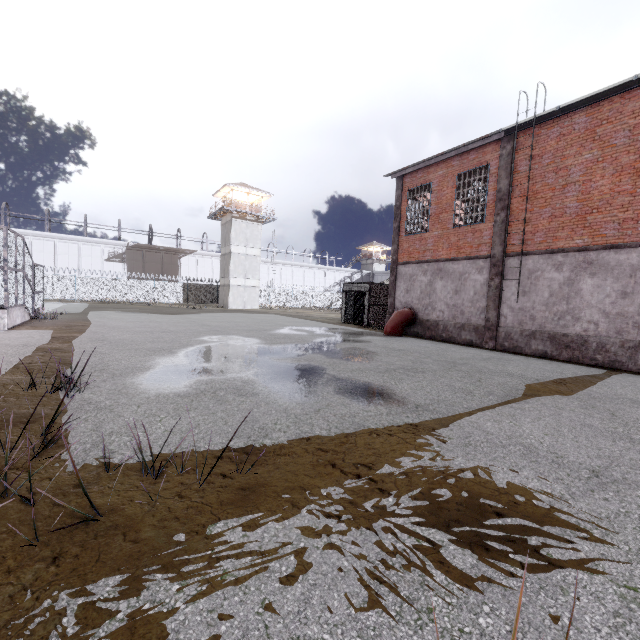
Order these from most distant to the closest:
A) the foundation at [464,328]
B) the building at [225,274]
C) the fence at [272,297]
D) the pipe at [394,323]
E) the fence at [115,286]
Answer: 1. the fence at [272,297]
2. the building at [225,274]
3. the fence at [115,286]
4. the pipe at [394,323]
5. the foundation at [464,328]

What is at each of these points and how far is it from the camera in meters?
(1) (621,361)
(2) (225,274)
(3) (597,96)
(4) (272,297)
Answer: (1) foundation, 10.4 m
(2) building, 41.2 m
(3) window, 10.6 m
(4) fence, 50.0 m

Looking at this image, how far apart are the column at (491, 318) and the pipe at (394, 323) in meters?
3.7

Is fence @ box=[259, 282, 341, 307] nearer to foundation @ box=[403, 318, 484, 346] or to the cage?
the cage

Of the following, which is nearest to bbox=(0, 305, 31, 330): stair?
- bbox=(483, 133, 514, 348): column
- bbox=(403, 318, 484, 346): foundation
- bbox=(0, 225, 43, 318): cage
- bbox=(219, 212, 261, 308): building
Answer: bbox=(0, 225, 43, 318): cage

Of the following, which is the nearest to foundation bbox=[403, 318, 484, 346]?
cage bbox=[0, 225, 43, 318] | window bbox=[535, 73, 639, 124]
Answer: window bbox=[535, 73, 639, 124]

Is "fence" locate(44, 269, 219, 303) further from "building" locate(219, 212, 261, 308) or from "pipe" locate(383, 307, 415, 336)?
"pipe" locate(383, 307, 415, 336)

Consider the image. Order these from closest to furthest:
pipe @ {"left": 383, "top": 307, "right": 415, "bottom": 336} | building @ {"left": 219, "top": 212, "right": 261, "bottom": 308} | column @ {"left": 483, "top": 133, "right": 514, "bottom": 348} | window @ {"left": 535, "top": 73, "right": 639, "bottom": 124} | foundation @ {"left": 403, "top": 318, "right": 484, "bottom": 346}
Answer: window @ {"left": 535, "top": 73, "right": 639, "bottom": 124}
column @ {"left": 483, "top": 133, "right": 514, "bottom": 348}
foundation @ {"left": 403, "top": 318, "right": 484, "bottom": 346}
pipe @ {"left": 383, "top": 307, "right": 415, "bottom": 336}
building @ {"left": 219, "top": 212, "right": 261, "bottom": 308}
